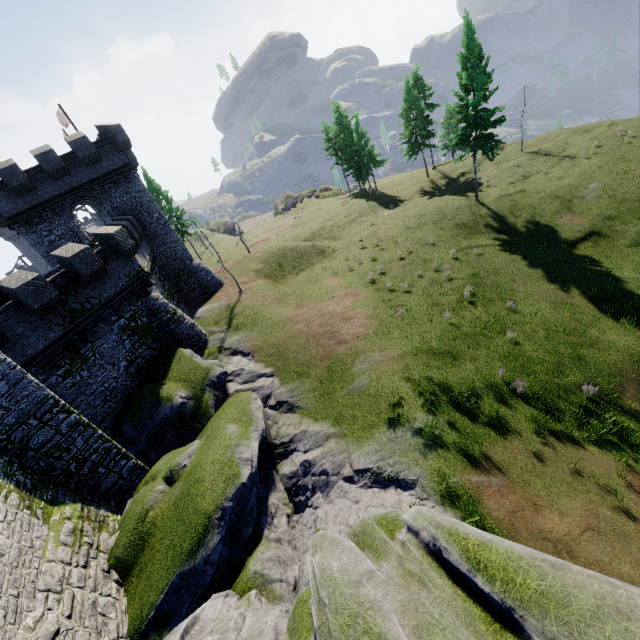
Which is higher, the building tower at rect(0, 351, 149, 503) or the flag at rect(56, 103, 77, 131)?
the flag at rect(56, 103, 77, 131)

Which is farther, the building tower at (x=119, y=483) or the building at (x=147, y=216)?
the building at (x=147, y=216)

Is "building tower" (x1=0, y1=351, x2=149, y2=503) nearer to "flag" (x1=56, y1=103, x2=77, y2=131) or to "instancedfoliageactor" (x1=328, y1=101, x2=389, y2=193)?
"flag" (x1=56, y1=103, x2=77, y2=131)

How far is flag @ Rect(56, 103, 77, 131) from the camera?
30.8 meters

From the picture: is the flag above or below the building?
above

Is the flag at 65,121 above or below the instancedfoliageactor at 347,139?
above

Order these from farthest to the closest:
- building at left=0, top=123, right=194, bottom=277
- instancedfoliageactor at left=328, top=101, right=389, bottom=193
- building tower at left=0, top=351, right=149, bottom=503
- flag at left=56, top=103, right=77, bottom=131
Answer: instancedfoliageactor at left=328, top=101, right=389, bottom=193 < flag at left=56, top=103, right=77, bottom=131 < building at left=0, top=123, right=194, bottom=277 < building tower at left=0, top=351, right=149, bottom=503

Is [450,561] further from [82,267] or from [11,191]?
[11,191]
